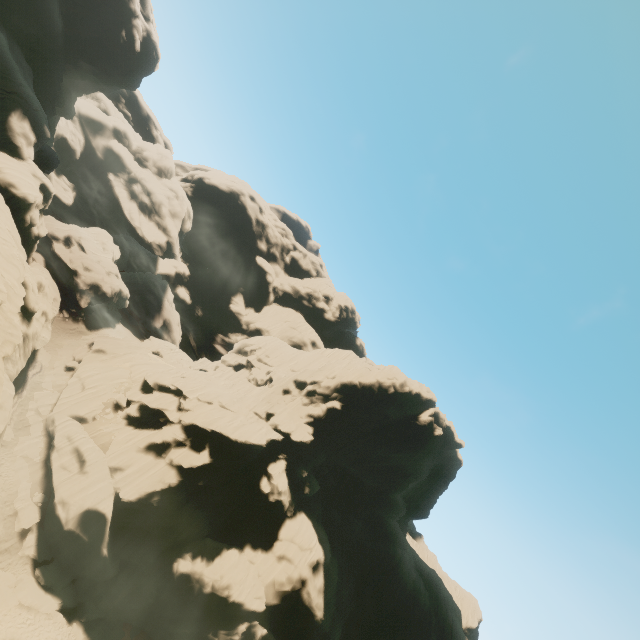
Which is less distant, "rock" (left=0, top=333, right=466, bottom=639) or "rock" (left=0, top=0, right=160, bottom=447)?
"rock" (left=0, top=0, right=160, bottom=447)

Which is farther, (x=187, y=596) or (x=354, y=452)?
(x=354, y=452)

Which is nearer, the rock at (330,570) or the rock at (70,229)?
the rock at (70,229)
